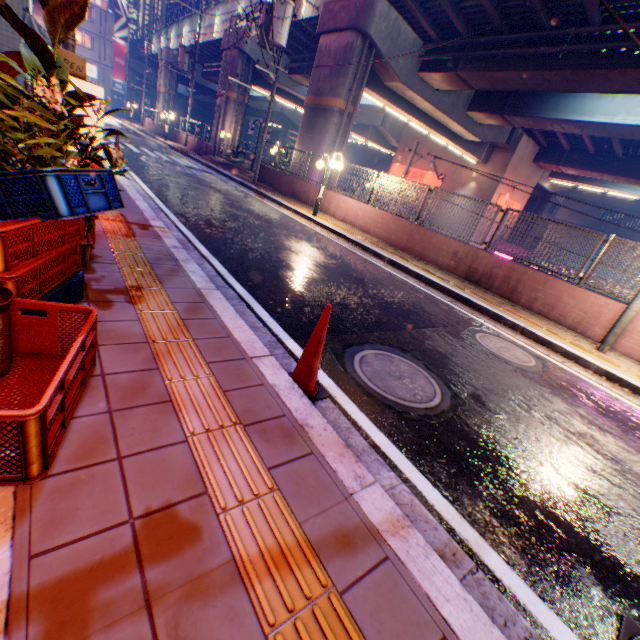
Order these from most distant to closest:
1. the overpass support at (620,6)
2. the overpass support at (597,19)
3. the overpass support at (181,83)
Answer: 1. the overpass support at (181,83)
2. the overpass support at (597,19)
3. the overpass support at (620,6)

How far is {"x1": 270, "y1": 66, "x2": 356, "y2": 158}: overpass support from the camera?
16.2m

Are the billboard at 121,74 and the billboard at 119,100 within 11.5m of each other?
yes

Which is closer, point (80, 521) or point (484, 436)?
point (80, 521)

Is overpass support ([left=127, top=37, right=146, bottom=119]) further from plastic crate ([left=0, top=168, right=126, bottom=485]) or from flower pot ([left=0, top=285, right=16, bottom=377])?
flower pot ([left=0, top=285, right=16, bottom=377])

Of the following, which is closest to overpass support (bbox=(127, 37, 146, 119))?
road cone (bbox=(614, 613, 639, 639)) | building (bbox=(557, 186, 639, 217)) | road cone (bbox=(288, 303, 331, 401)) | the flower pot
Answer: building (bbox=(557, 186, 639, 217))

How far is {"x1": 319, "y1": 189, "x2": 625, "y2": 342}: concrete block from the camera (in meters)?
7.53

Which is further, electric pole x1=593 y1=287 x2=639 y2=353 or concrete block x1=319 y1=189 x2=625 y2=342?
concrete block x1=319 y1=189 x2=625 y2=342
